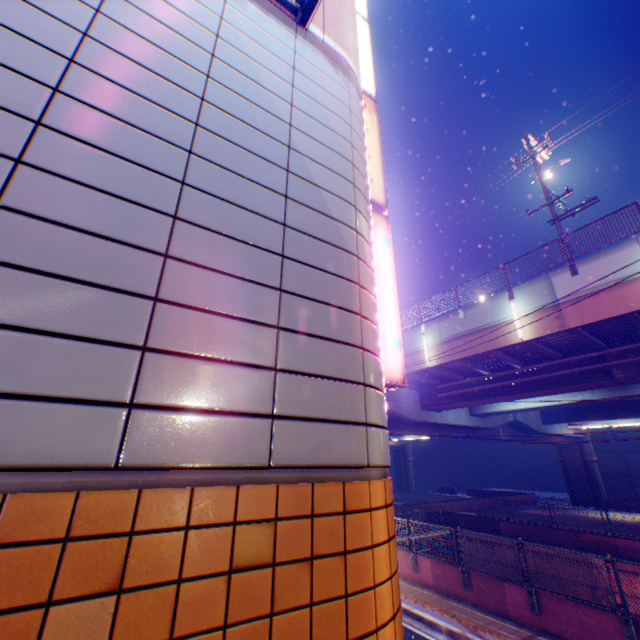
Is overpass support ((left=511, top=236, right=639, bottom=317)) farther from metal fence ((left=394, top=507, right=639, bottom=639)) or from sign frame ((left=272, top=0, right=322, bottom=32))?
sign frame ((left=272, top=0, right=322, bottom=32))

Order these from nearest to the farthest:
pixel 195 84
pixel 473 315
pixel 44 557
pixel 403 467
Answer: pixel 44 557
pixel 195 84
pixel 473 315
pixel 403 467

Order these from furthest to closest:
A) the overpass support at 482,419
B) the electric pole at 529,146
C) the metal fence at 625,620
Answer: the electric pole at 529,146 < the overpass support at 482,419 < the metal fence at 625,620

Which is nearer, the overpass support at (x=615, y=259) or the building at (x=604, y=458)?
the overpass support at (x=615, y=259)

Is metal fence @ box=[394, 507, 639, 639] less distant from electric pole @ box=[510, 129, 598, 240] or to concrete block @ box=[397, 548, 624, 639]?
concrete block @ box=[397, 548, 624, 639]

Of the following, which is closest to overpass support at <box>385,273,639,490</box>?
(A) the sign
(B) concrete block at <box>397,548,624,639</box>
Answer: (B) concrete block at <box>397,548,624,639</box>

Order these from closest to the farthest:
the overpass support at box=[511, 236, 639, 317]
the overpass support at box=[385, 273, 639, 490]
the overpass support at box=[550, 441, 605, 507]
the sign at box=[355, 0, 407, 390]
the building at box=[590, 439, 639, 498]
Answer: the sign at box=[355, 0, 407, 390] < the overpass support at box=[511, 236, 639, 317] < the overpass support at box=[385, 273, 639, 490] < the overpass support at box=[550, 441, 605, 507] < the building at box=[590, 439, 639, 498]

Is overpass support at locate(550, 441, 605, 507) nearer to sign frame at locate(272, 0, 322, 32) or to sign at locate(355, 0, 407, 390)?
sign at locate(355, 0, 407, 390)
